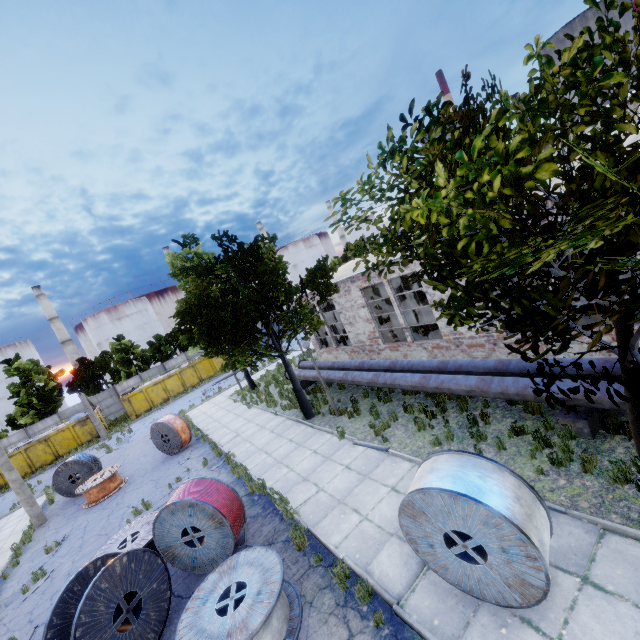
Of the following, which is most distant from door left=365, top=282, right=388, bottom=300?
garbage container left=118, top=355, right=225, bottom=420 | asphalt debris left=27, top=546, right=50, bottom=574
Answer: asphalt debris left=27, top=546, right=50, bottom=574

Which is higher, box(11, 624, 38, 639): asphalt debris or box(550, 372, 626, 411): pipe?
box(550, 372, 626, 411): pipe

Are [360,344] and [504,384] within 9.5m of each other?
no

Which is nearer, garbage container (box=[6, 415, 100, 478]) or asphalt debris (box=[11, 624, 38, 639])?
asphalt debris (box=[11, 624, 38, 639])

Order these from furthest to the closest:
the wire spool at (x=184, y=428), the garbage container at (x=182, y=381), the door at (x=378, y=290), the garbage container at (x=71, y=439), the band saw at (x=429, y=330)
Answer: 1. the garbage container at (x=182, y=381)
2. the garbage container at (x=71, y=439)
3. the door at (x=378, y=290)
4. the wire spool at (x=184, y=428)
5. the band saw at (x=429, y=330)

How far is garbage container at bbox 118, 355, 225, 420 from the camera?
33.09m

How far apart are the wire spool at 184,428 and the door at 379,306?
15.3 meters

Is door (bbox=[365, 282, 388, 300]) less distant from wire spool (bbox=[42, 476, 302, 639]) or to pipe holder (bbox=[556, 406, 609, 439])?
pipe holder (bbox=[556, 406, 609, 439])
